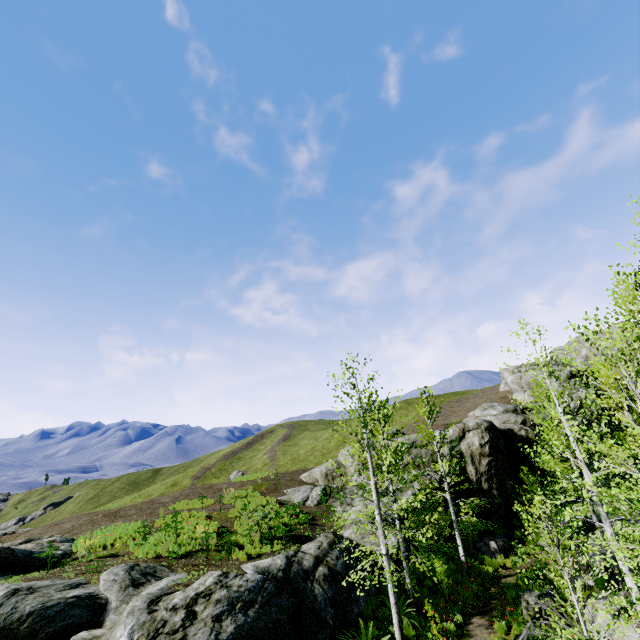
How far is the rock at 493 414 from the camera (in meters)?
23.02

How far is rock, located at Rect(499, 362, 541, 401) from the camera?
38.78m

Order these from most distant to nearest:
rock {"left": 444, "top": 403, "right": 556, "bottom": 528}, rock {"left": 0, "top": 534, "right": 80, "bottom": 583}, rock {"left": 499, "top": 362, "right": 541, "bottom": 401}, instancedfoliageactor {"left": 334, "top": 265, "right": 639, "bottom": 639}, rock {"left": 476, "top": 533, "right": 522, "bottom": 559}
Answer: rock {"left": 499, "top": 362, "right": 541, "bottom": 401} < rock {"left": 444, "top": 403, "right": 556, "bottom": 528} < rock {"left": 476, "top": 533, "right": 522, "bottom": 559} < rock {"left": 0, "top": 534, "right": 80, "bottom": 583} < instancedfoliageactor {"left": 334, "top": 265, "right": 639, "bottom": 639}

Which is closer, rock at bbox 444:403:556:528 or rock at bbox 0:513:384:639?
rock at bbox 0:513:384:639

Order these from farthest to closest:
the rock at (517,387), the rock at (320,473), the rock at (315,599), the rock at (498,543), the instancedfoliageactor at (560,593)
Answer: the rock at (517,387) → the rock at (320,473) → the rock at (498,543) → the rock at (315,599) → the instancedfoliageactor at (560,593)

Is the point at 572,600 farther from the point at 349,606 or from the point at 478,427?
the point at 478,427
